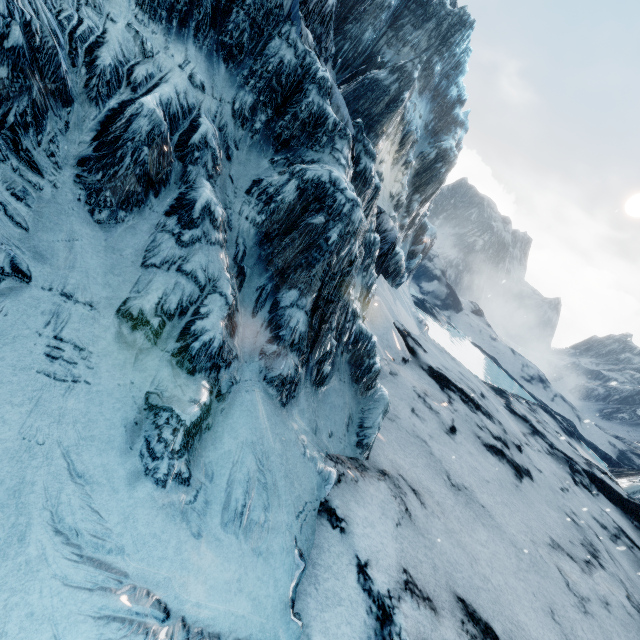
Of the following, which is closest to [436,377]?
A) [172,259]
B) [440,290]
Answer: [172,259]
